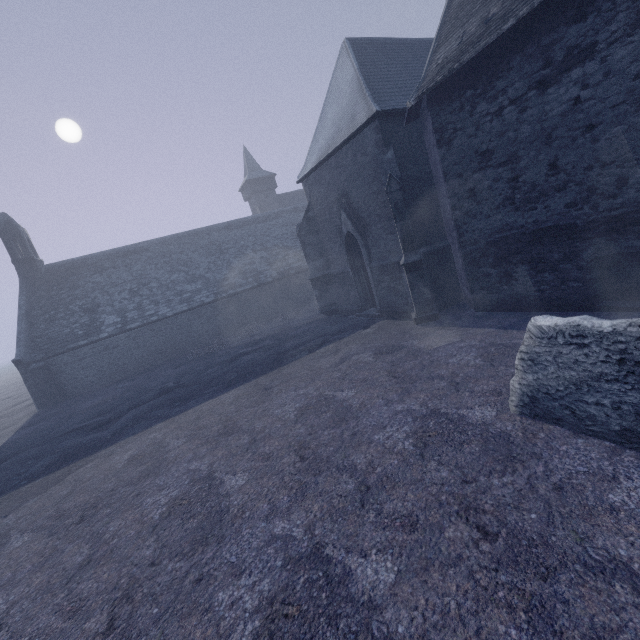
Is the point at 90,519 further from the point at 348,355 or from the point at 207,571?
the point at 348,355
